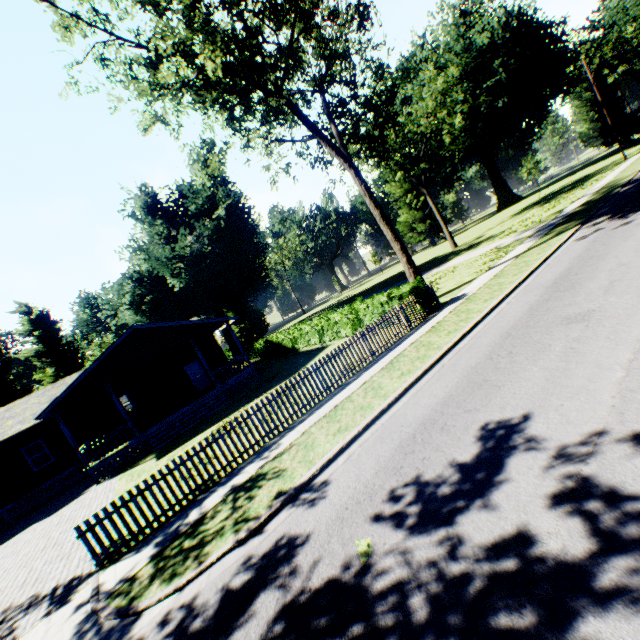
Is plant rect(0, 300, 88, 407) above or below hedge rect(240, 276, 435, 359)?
above

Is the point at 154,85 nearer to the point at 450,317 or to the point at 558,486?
the point at 450,317

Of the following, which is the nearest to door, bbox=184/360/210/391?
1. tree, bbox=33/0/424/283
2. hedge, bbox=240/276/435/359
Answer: hedge, bbox=240/276/435/359

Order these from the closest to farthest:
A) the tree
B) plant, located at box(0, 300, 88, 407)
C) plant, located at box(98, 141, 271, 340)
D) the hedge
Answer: the tree < the hedge < plant, located at box(98, 141, 271, 340) < plant, located at box(0, 300, 88, 407)

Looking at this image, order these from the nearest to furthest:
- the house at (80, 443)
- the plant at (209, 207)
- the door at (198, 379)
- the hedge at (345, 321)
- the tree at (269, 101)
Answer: the tree at (269, 101) → the hedge at (345, 321) → the house at (80, 443) → the door at (198, 379) → the plant at (209, 207)

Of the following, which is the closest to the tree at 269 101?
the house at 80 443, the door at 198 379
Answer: the house at 80 443

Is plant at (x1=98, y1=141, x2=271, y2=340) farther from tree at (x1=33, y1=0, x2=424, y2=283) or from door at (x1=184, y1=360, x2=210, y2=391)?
door at (x1=184, y1=360, x2=210, y2=391)

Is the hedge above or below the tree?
below
